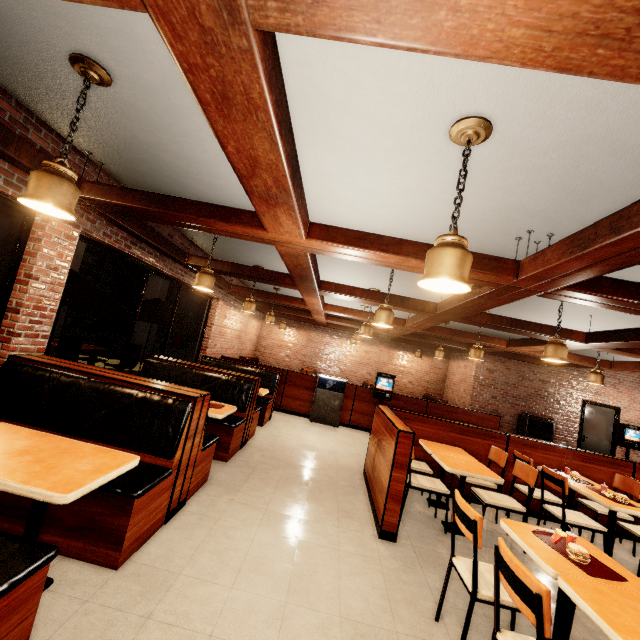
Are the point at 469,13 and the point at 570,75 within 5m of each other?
yes

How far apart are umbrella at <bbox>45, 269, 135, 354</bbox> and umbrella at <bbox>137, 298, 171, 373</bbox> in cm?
109

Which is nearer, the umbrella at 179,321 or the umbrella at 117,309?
the umbrella at 117,309

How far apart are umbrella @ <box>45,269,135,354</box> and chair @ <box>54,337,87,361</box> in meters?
1.4

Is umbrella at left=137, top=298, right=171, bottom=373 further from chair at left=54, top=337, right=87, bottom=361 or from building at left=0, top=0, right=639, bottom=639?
chair at left=54, top=337, right=87, bottom=361

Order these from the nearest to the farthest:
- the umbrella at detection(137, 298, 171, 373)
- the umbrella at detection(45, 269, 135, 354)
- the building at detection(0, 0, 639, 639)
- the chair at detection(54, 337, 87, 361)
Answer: the building at detection(0, 0, 639, 639)
the umbrella at detection(45, 269, 135, 354)
the chair at detection(54, 337, 87, 361)
the umbrella at detection(137, 298, 171, 373)

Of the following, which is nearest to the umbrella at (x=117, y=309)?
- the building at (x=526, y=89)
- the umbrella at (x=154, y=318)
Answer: the building at (x=526, y=89)

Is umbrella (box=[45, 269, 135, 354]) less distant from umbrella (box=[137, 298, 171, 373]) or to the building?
the building
